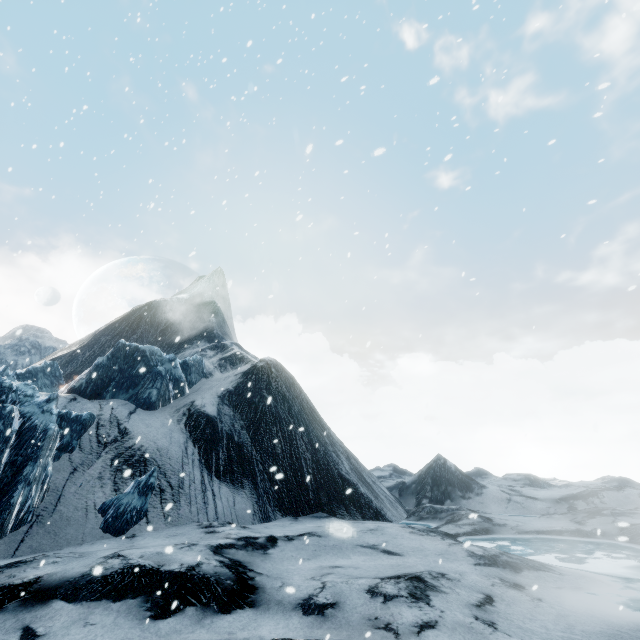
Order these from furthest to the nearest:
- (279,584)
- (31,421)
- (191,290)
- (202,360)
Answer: (191,290), (202,360), (31,421), (279,584)
